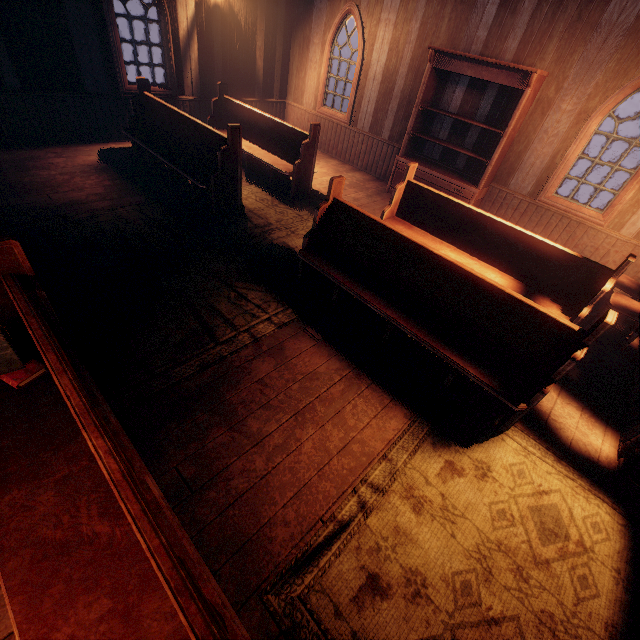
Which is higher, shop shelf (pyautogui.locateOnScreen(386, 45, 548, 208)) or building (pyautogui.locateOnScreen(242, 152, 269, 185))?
shop shelf (pyautogui.locateOnScreen(386, 45, 548, 208))

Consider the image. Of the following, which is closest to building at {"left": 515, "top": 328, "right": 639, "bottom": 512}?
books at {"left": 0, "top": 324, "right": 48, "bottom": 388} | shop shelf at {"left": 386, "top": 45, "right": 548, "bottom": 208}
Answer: shop shelf at {"left": 386, "top": 45, "right": 548, "bottom": 208}

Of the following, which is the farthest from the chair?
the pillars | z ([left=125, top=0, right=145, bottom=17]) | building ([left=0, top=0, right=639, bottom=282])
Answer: z ([left=125, top=0, right=145, bottom=17])

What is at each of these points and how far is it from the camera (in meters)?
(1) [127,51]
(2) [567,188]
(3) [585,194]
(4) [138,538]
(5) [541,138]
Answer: (1) z, 10.77
(2) z, 12.95
(3) z, 12.82
(4) bench, 1.16
(5) building, 5.73

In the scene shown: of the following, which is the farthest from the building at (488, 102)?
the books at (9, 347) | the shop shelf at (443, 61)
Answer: the books at (9, 347)

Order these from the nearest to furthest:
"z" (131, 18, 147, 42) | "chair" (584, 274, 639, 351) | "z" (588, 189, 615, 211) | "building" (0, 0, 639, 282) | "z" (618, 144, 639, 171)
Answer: "chair" (584, 274, 639, 351), "building" (0, 0, 639, 282), "z" (588, 189, 615, 211), "z" (131, 18, 147, 42), "z" (618, 144, 639, 171)

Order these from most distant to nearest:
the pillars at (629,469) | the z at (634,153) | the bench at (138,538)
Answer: the z at (634,153) < the pillars at (629,469) < the bench at (138,538)

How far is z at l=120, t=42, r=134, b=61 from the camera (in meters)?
10.66
